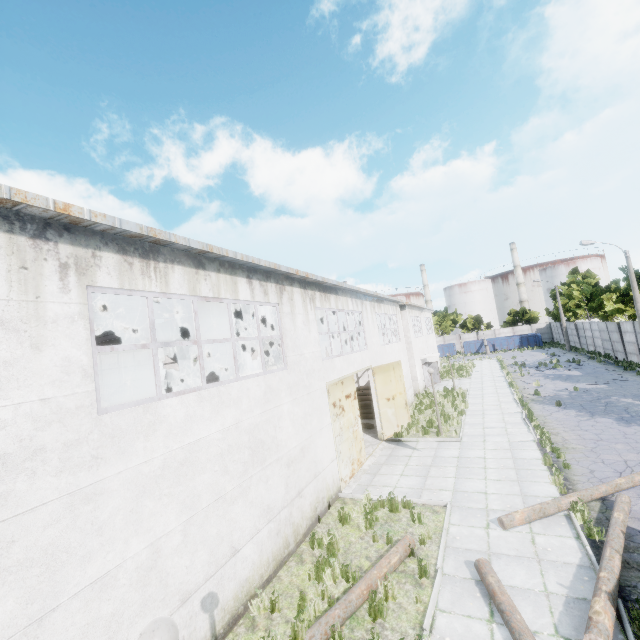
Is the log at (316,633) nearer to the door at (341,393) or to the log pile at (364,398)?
the door at (341,393)

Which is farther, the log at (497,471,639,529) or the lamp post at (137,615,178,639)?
the log at (497,471,639,529)

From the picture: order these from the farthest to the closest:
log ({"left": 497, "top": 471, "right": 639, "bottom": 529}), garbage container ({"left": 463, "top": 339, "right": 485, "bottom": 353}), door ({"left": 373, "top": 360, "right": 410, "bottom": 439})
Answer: garbage container ({"left": 463, "top": 339, "right": 485, "bottom": 353})
door ({"left": 373, "top": 360, "right": 410, "bottom": 439})
log ({"left": 497, "top": 471, "right": 639, "bottom": 529})

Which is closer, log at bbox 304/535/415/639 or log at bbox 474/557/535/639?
log at bbox 474/557/535/639

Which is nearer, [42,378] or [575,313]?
[42,378]

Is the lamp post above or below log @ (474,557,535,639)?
above

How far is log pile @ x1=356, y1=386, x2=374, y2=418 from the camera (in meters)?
21.69

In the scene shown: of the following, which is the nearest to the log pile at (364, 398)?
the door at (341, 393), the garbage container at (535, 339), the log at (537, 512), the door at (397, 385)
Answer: the door at (397, 385)
